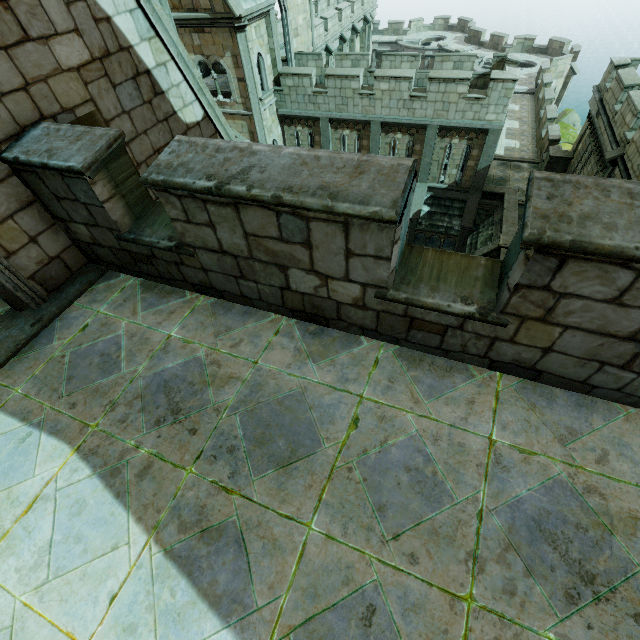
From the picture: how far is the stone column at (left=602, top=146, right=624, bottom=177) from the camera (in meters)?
13.05

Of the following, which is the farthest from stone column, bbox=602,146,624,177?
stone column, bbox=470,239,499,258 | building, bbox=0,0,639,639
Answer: building, bbox=0,0,639,639

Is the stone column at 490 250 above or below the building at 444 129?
below

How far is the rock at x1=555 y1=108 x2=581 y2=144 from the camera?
42.7 meters

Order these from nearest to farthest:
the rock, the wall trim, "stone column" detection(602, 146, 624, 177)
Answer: "stone column" detection(602, 146, 624, 177), the wall trim, the rock

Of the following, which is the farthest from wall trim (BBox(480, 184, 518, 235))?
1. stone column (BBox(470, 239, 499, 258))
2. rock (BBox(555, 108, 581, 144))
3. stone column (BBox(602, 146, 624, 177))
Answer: rock (BBox(555, 108, 581, 144))

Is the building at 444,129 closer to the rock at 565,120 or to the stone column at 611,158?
the stone column at 611,158

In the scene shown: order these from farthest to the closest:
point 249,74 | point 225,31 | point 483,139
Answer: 1. point 483,139
2. point 249,74
3. point 225,31
